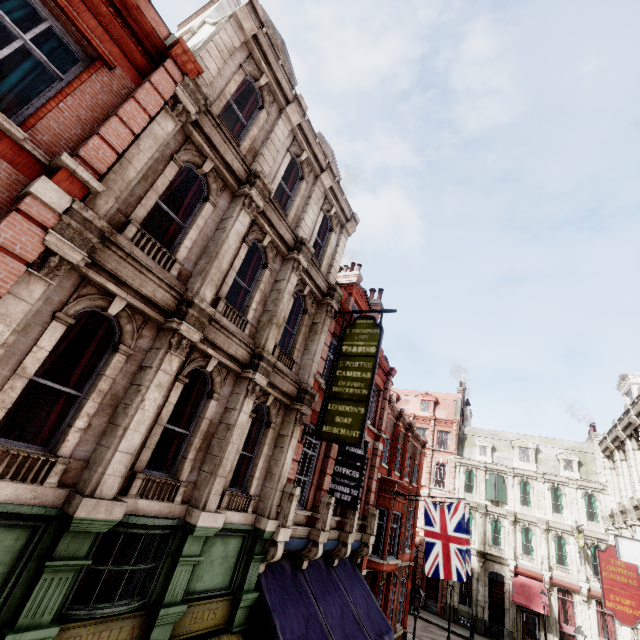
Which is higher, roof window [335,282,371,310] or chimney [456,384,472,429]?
chimney [456,384,472,429]

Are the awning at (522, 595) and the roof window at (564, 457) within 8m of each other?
no

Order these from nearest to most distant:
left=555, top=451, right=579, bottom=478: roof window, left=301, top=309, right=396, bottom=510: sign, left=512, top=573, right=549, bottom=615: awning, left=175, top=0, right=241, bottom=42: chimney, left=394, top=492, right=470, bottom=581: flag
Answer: left=301, top=309, right=396, bottom=510: sign, left=175, top=0, right=241, bottom=42: chimney, left=394, top=492, right=470, bottom=581: flag, left=512, top=573, right=549, bottom=615: awning, left=555, top=451, right=579, bottom=478: roof window

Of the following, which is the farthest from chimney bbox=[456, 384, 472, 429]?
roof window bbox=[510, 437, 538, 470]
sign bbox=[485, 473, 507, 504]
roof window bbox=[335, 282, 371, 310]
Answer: roof window bbox=[335, 282, 371, 310]

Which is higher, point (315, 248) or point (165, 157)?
point (315, 248)

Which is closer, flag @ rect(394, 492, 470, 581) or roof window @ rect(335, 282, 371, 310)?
flag @ rect(394, 492, 470, 581)

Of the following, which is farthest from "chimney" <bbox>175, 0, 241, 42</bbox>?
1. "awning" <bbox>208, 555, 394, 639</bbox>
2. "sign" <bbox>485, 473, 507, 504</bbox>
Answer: "sign" <bbox>485, 473, 507, 504</bbox>

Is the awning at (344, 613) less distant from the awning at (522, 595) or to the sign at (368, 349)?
the sign at (368, 349)
